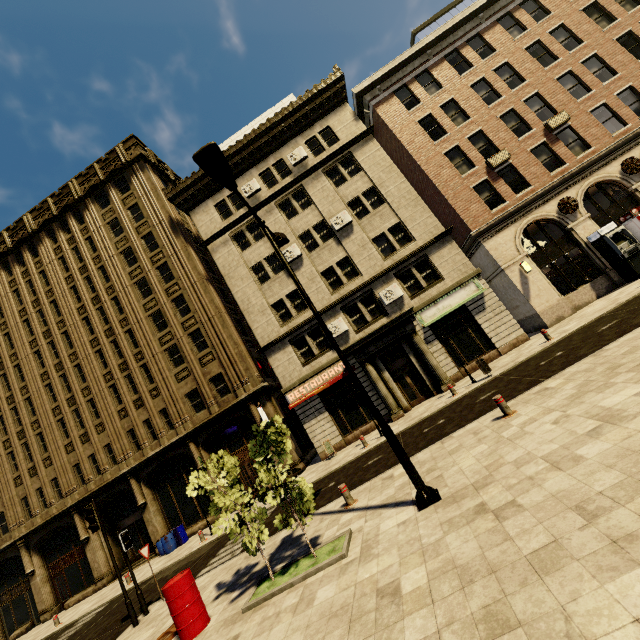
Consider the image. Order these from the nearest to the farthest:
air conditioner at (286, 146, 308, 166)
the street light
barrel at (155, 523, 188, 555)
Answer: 1. the street light
2. barrel at (155, 523, 188, 555)
3. air conditioner at (286, 146, 308, 166)

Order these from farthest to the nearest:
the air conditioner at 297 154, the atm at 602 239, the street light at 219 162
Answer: the air conditioner at 297 154, the atm at 602 239, the street light at 219 162

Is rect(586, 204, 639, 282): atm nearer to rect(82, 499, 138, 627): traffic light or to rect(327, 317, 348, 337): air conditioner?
rect(327, 317, 348, 337): air conditioner

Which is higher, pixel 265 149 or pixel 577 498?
pixel 265 149

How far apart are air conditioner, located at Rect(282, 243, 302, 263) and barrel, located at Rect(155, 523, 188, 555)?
17.9 meters

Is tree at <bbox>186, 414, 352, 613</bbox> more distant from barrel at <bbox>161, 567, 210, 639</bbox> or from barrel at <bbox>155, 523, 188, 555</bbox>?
barrel at <bbox>155, 523, 188, 555</bbox>

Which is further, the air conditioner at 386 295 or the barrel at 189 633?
the air conditioner at 386 295

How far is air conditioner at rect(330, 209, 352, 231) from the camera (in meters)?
21.09
